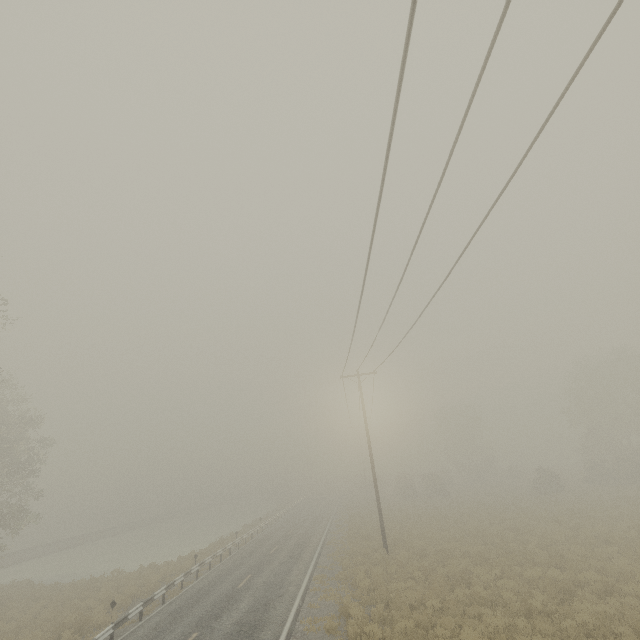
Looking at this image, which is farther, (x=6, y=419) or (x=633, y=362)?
(x=633, y=362)
